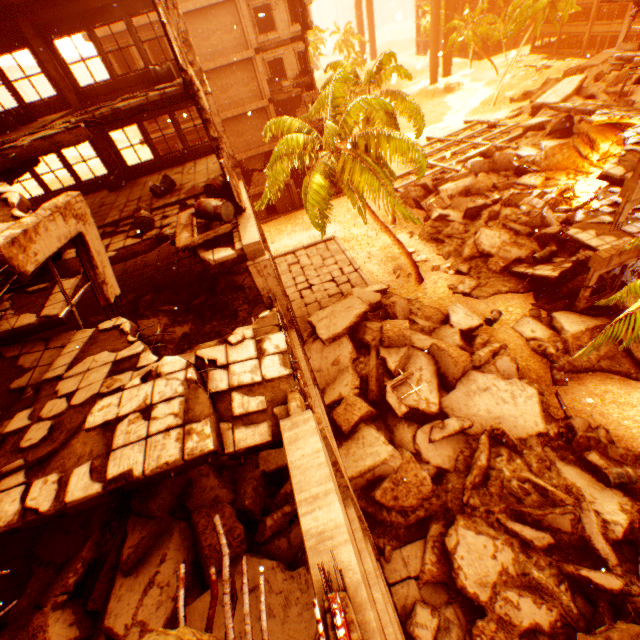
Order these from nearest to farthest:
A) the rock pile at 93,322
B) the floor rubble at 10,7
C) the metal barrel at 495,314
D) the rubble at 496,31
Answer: the floor rubble at 10,7 → the rock pile at 93,322 → the metal barrel at 495,314 → the rubble at 496,31

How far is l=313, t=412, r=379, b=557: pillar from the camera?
4.6 meters

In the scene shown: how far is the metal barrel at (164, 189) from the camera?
11.73m

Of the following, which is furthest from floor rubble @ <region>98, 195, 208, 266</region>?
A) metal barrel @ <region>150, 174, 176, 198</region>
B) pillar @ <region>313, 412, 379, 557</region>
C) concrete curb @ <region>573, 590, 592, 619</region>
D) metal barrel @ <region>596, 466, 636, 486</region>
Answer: metal barrel @ <region>596, 466, 636, 486</region>

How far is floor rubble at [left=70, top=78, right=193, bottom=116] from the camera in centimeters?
957cm

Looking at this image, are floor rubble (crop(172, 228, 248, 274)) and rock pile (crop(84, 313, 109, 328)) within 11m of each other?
yes

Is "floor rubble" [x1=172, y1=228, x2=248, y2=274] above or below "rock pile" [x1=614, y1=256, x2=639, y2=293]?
above

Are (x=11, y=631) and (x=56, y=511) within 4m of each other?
yes
